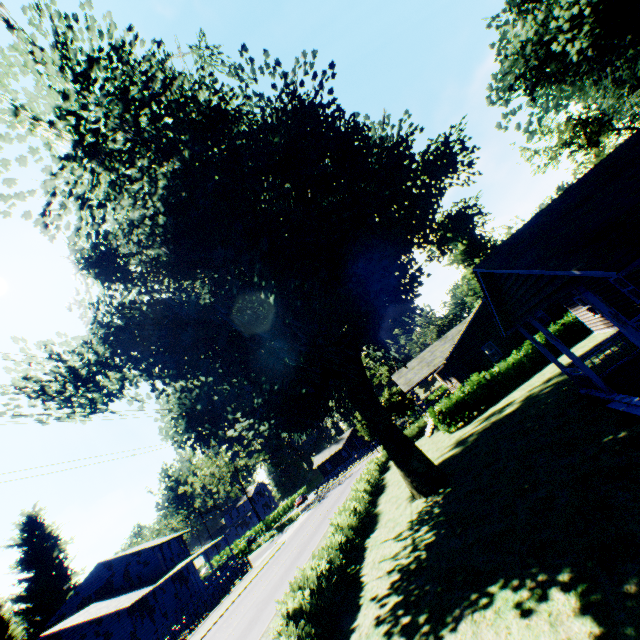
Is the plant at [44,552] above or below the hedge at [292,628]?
above

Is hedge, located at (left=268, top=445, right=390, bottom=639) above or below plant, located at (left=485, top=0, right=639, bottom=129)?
below

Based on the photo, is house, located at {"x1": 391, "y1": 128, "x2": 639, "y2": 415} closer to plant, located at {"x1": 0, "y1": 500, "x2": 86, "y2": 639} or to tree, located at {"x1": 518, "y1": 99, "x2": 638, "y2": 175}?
plant, located at {"x1": 0, "y1": 500, "x2": 86, "y2": 639}

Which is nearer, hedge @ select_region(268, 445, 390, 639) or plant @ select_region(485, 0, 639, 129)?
hedge @ select_region(268, 445, 390, 639)

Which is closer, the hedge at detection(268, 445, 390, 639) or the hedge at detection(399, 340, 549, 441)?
the hedge at detection(268, 445, 390, 639)

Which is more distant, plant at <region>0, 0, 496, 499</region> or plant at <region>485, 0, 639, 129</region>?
plant at <region>485, 0, 639, 129</region>

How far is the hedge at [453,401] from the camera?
23.8 meters

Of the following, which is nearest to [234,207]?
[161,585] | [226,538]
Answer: [161,585]
